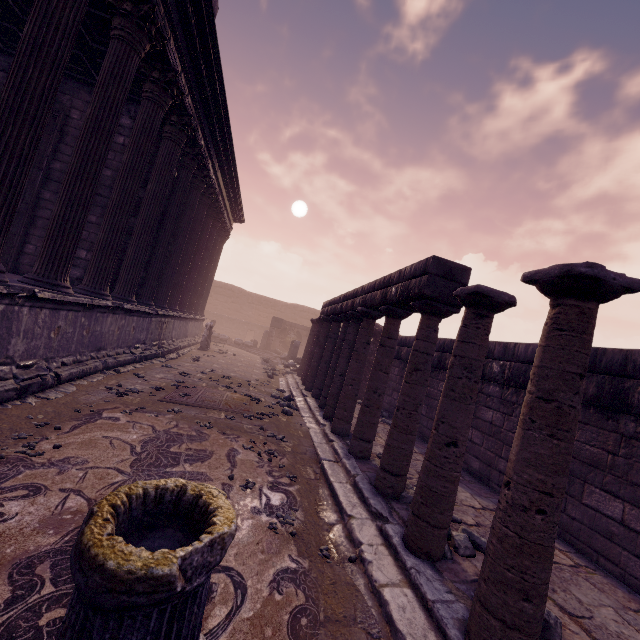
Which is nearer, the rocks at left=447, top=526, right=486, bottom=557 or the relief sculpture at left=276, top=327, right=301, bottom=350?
the rocks at left=447, top=526, right=486, bottom=557

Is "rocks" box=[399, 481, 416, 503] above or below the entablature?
below

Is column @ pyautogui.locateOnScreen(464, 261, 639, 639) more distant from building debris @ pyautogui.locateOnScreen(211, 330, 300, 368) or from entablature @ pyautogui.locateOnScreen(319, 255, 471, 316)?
building debris @ pyautogui.locateOnScreen(211, 330, 300, 368)

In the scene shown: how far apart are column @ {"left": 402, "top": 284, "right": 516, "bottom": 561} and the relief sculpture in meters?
21.3

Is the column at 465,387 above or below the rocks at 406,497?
above

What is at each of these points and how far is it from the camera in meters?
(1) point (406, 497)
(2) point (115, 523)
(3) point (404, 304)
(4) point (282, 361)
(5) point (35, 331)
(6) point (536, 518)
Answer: (1) rocks, 4.0 m
(2) column base, 1.5 m
(3) entablature, 4.8 m
(4) building debris, 18.4 m
(5) building, 4.8 m
(6) column, 2.0 m

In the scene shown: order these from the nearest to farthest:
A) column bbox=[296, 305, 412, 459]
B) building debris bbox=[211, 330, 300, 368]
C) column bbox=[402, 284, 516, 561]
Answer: column bbox=[402, 284, 516, 561] → column bbox=[296, 305, 412, 459] → building debris bbox=[211, 330, 300, 368]

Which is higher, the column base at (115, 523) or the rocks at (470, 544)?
the column base at (115, 523)
